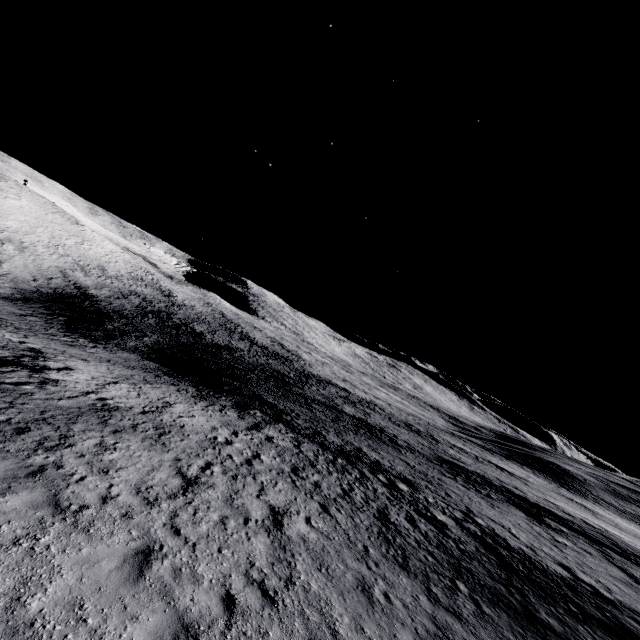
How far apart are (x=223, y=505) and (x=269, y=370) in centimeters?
5007cm
